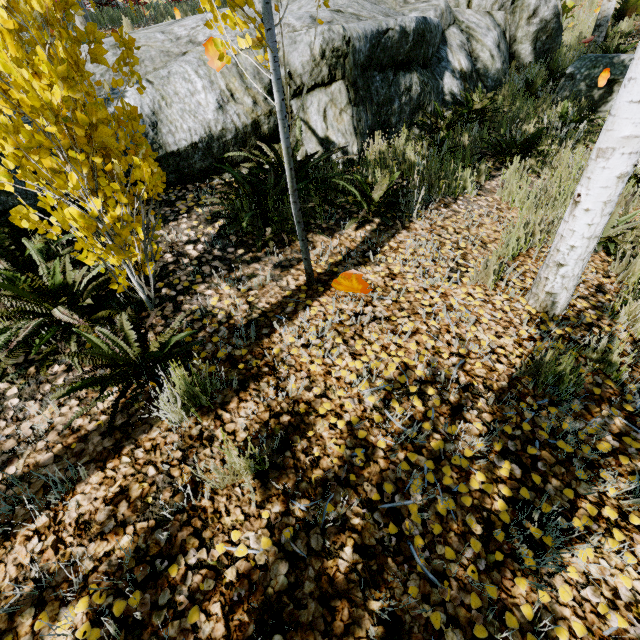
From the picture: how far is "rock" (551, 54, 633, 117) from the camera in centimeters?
549cm

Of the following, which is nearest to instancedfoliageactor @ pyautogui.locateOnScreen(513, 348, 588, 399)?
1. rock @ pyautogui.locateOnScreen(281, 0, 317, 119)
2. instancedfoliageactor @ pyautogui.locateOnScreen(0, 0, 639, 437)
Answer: rock @ pyautogui.locateOnScreen(281, 0, 317, 119)

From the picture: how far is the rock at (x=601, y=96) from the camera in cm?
549

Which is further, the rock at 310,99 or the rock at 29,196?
the rock at 310,99

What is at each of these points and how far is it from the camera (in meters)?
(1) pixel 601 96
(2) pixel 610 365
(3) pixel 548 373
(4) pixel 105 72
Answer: (1) rock, 5.72
(2) instancedfoliageactor, 2.19
(3) instancedfoliageactor, 2.14
(4) rock, 3.31

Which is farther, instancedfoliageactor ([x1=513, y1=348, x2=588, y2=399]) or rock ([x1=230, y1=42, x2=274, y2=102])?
→ rock ([x1=230, y1=42, x2=274, y2=102])

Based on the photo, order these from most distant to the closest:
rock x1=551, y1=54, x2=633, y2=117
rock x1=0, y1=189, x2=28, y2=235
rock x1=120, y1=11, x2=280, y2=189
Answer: rock x1=551, y1=54, x2=633, y2=117, rock x1=120, y1=11, x2=280, y2=189, rock x1=0, y1=189, x2=28, y2=235
